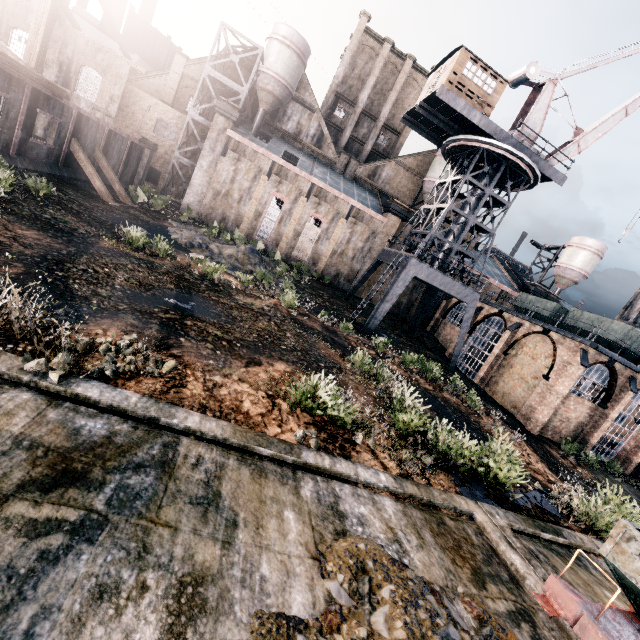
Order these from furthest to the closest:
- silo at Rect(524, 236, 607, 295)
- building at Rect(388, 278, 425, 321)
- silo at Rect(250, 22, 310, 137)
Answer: silo at Rect(524, 236, 607, 295) → building at Rect(388, 278, 425, 321) → silo at Rect(250, 22, 310, 137)

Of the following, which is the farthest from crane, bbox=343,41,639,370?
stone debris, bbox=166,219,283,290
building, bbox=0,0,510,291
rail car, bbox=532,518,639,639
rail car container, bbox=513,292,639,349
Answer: rail car, bbox=532,518,639,639

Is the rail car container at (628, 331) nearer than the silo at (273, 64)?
Yes

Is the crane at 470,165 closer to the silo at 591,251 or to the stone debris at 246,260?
the stone debris at 246,260

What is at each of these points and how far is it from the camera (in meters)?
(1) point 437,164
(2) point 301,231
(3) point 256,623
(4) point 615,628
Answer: (1) silo, 43.03
(2) building, 38.31
(3) stone debris, 3.82
(4) rail car, 5.33

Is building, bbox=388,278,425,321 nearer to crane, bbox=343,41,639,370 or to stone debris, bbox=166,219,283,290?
stone debris, bbox=166,219,283,290

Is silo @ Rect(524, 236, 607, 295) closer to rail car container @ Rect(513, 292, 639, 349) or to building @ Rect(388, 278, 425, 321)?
building @ Rect(388, 278, 425, 321)
